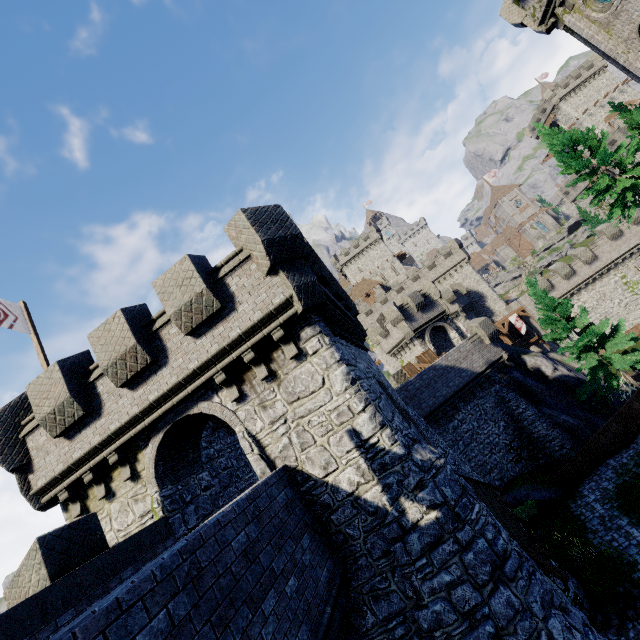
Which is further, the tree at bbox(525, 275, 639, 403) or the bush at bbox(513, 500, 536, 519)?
the tree at bbox(525, 275, 639, 403)

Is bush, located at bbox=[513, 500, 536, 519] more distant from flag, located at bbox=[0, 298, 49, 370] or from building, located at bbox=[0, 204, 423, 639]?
flag, located at bbox=[0, 298, 49, 370]

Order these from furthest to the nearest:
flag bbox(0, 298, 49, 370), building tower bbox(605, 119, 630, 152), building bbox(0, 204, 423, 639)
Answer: building tower bbox(605, 119, 630, 152) < flag bbox(0, 298, 49, 370) < building bbox(0, 204, 423, 639)

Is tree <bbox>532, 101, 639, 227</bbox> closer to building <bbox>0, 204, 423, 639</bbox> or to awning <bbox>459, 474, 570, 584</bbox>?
building <bbox>0, 204, 423, 639</bbox>

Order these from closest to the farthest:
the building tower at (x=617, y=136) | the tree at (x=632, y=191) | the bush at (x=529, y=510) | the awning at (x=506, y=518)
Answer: the awning at (x=506, y=518) → the bush at (x=529, y=510) → the tree at (x=632, y=191) → the building tower at (x=617, y=136)

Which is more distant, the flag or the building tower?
the building tower

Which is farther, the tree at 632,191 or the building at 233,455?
the tree at 632,191

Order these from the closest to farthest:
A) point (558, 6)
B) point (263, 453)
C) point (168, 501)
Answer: point (263, 453) → point (168, 501) → point (558, 6)
